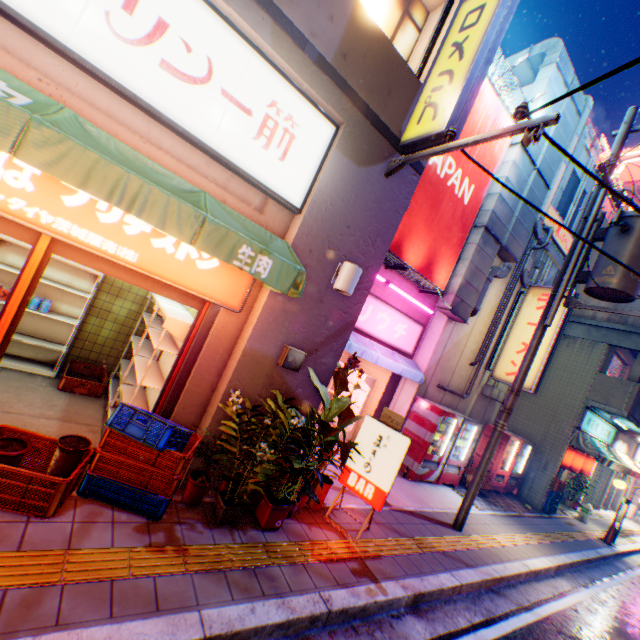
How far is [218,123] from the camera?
3.69m

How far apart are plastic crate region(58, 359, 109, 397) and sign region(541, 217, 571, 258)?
12.62m

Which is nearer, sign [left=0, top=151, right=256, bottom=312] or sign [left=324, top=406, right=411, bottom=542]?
sign [left=0, top=151, right=256, bottom=312]

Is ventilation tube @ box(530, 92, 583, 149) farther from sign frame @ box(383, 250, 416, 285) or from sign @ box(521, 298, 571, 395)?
sign @ box(521, 298, 571, 395)

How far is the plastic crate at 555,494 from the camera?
11.6m

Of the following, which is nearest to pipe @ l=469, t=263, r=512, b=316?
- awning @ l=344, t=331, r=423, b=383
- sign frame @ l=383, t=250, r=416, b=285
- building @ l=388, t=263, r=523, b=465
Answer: building @ l=388, t=263, r=523, b=465

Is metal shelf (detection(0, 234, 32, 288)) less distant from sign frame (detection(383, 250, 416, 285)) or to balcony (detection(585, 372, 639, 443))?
sign frame (detection(383, 250, 416, 285))

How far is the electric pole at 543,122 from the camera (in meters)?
3.13
